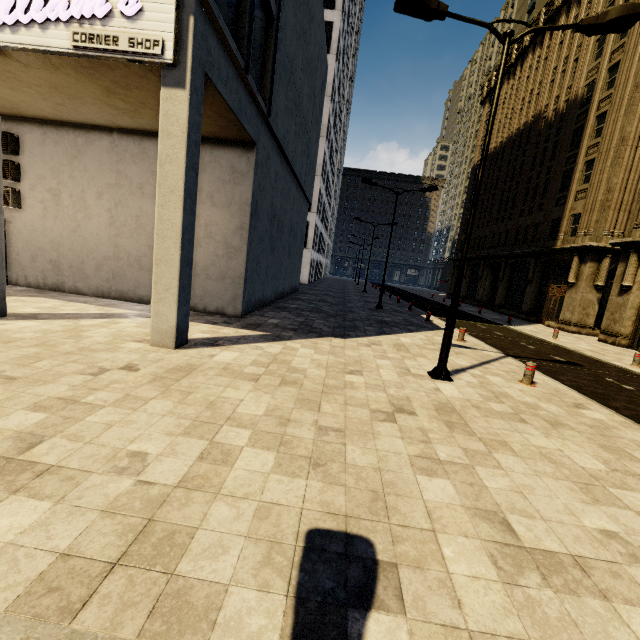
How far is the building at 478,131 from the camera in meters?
41.7 m

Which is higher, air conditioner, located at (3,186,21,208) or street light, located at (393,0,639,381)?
street light, located at (393,0,639,381)

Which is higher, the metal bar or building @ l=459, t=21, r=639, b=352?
building @ l=459, t=21, r=639, b=352

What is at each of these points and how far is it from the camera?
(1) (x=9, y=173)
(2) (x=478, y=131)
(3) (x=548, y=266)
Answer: (1) air conditioner, 11.3 meters
(2) building, 44.5 meters
(3) building, 25.8 meters

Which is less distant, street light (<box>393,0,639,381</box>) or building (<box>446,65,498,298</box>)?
street light (<box>393,0,639,381</box>)

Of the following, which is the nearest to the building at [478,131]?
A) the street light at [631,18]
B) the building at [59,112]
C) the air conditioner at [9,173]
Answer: the building at [59,112]

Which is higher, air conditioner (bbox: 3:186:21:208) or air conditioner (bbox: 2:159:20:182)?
air conditioner (bbox: 2:159:20:182)

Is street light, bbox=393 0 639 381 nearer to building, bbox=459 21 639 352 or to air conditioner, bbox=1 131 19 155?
building, bbox=459 21 639 352
